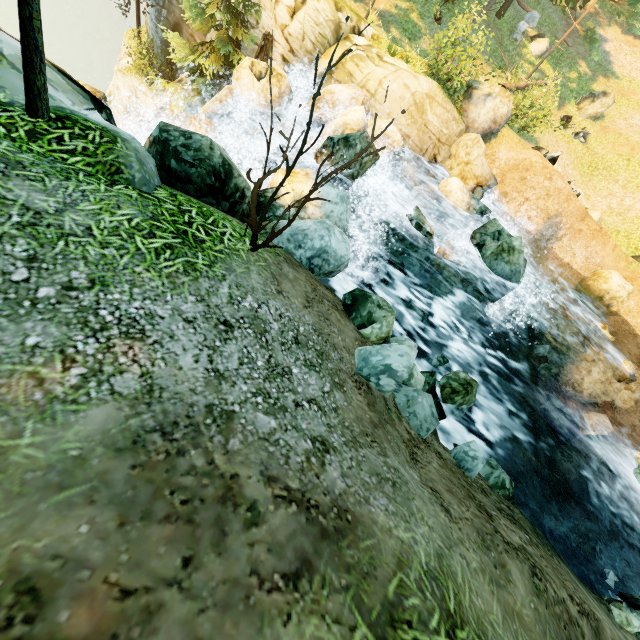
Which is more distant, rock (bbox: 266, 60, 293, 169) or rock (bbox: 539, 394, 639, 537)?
rock (bbox: 266, 60, 293, 169)

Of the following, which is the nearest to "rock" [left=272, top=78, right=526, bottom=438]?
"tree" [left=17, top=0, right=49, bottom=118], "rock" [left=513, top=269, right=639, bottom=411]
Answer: "rock" [left=513, top=269, right=639, bottom=411]

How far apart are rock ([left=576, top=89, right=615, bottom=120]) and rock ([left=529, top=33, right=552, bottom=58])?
3.29m

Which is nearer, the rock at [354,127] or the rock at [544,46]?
the rock at [354,127]

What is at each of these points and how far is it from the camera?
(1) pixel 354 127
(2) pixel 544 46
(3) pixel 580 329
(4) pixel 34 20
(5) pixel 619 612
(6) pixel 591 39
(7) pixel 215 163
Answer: (1) rock, 10.34m
(2) rock, 19.55m
(3) rock, 12.52m
(4) tree, 2.93m
(5) rock, 4.95m
(6) tree, 17.64m
(7) rock, 5.08m

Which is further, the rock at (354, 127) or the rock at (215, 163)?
the rock at (354, 127)

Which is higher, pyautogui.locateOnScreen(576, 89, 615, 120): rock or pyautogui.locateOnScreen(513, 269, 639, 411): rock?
pyautogui.locateOnScreen(576, 89, 615, 120): rock

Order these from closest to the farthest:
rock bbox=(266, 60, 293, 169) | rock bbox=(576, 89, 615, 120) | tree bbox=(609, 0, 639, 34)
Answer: rock bbox=(266, 60, 293, 169) → tree bbox=(609, 0, 639, 34) → rock bbox=(576, 89, 615, 120)
